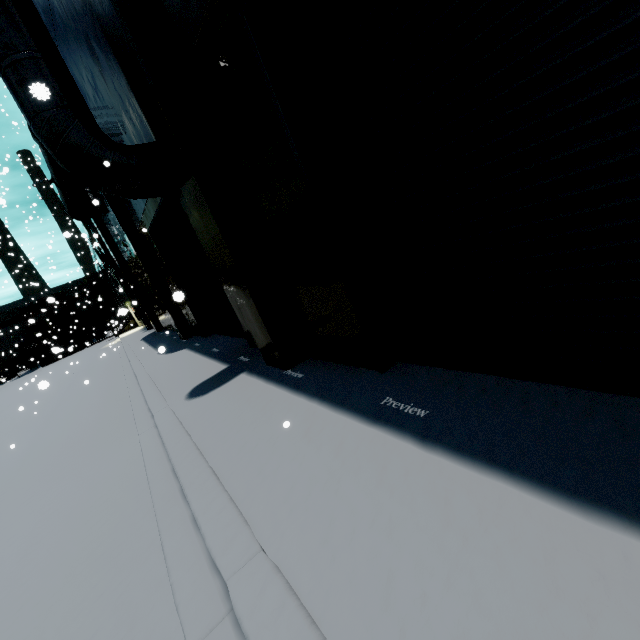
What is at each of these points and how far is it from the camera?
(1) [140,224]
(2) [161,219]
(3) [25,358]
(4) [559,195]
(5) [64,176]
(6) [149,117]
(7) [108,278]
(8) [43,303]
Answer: (1) building, 12.41m
(2) roll-up door, 10.67m
(3) semi trailer, 41.31m
(4) roll-up door, 2.29m
(5) pipe, 14.16m
(6) building, 5.34m
(7) building, 43.16m
(8) cargo container, 45.38m

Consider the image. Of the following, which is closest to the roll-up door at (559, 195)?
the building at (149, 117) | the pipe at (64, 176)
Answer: the building at (149, 117)

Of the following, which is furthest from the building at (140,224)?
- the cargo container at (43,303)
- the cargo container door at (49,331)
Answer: the cargo container door at (49,331)

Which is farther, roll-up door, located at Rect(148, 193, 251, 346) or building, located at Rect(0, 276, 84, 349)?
building, located at Rect(0, 276, 84, 349)

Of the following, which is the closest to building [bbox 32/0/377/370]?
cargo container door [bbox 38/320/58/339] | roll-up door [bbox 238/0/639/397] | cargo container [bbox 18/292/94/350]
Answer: roll-up door [bbox 238/0/639/397]

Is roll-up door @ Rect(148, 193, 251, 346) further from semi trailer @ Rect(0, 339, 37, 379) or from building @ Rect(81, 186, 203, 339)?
semi trailer @ Rect(0, 339, 37, 379)

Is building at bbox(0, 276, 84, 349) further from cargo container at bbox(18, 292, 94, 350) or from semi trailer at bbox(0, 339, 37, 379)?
cargo container at bbox(18, 292, 94, 350)

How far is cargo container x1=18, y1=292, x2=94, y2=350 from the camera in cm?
3693
